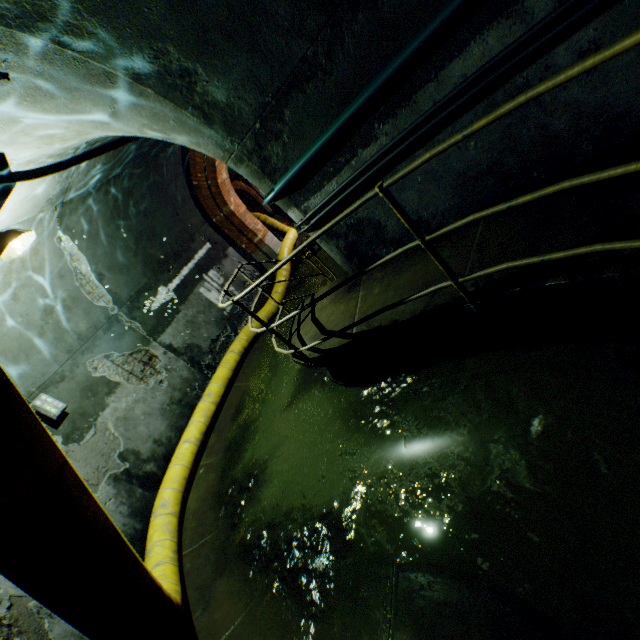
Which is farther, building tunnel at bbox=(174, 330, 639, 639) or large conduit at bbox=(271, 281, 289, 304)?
large conduit at bbox=(271, 281, 289, 304)

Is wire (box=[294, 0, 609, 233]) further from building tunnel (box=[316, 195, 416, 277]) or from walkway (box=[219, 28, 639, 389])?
walkway (box=[219, 28, 639, 389])

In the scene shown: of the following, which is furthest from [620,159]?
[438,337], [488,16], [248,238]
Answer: [248,238]

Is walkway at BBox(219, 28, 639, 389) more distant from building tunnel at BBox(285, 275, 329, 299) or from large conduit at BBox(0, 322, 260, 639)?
large conduit at BBox(0, 322, 260, 639)

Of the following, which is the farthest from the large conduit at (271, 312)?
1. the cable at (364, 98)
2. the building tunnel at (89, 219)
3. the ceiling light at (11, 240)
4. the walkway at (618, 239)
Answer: the ceiling light at (11, 240)

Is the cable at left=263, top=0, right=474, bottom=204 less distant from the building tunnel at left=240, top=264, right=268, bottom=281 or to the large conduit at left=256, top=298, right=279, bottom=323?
the building tunnel at left=240, top=264, right=268, bottom=281

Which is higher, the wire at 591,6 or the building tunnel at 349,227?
the wire at 591,6

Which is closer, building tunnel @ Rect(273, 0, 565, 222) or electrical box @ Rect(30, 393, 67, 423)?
building tunnel @ Rect(273, 0, 565, 222)
